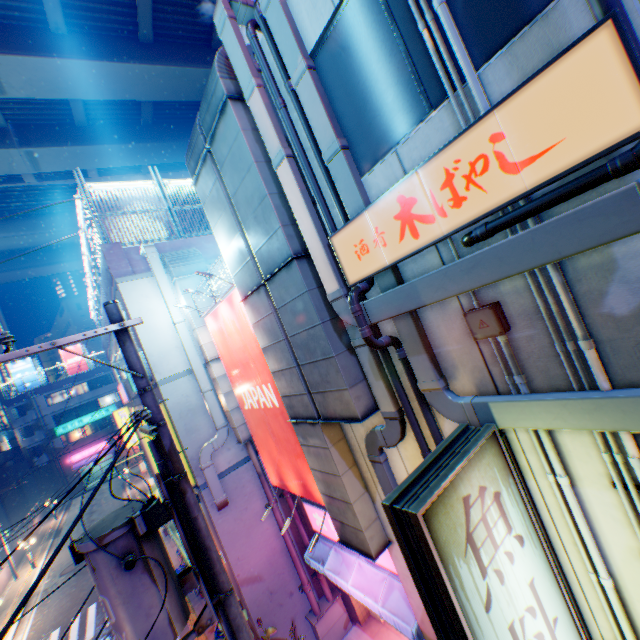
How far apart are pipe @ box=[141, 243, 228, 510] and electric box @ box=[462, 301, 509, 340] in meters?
7.7

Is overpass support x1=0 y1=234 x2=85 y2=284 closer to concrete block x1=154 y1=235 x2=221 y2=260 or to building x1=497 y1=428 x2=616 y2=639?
concrete block x1=154 y1=235 x2=221 y2=260

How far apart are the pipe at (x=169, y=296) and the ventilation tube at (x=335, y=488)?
3.6m

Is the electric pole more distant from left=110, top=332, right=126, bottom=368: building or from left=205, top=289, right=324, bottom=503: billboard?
left=205, top=289, right=324, bottom=503: billboard

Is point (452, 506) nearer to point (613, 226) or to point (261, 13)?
point (613, 226)

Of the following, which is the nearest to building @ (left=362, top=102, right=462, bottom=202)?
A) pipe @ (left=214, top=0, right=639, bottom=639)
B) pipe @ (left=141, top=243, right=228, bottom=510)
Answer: pipe @ (left=214, top=0, right=639, bottom=639)

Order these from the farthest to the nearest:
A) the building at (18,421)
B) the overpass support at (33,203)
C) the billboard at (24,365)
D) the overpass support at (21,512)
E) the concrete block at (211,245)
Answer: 1. the billboard at (24,365)
2. the building at (18,421)
3. the overpass support at (21,512)
4. the overpass support at (33,203)
5. the concrete block at (211,245)

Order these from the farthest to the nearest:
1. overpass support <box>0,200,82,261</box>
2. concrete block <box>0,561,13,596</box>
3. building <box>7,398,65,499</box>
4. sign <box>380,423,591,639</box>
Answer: building <box>7,398,65,499</box> < overpass support <box>0,200,82,261</box> < concrete block <box>0,561,13,596</box> < sign <box>380,423,591,639</box>
